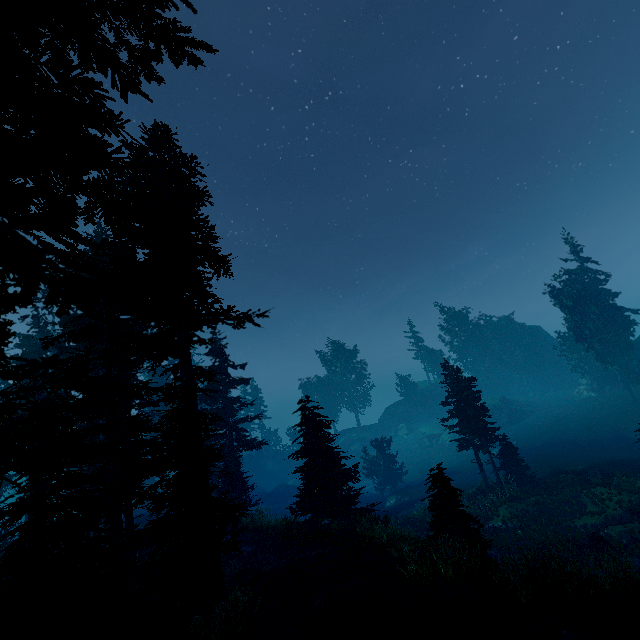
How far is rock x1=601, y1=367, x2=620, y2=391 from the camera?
43.19m

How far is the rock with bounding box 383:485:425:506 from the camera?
35.67m

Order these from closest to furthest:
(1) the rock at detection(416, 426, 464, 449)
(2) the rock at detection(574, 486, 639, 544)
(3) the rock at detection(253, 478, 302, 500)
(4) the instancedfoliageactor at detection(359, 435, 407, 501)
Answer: (2) the rock at detection(574, 486, 639, 544) < (4) the instancedfoliageactor at detection(359, 435, 407, 501) < (1) the rock at detection(416, 426, 464, 449) < (3) the rock at detection(253, 478, 302, 500)

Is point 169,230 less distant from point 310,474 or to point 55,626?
point 55,626

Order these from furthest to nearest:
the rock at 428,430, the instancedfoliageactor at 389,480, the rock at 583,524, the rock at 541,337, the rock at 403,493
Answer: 1. the rock at 428,430
2. the rock at 541,337
3. the instancedfoliageactor at 389,480
4. the rock at 403,493
5. the rock at 583,524

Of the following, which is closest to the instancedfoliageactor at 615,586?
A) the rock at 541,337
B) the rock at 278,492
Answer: the rock at 541,337
